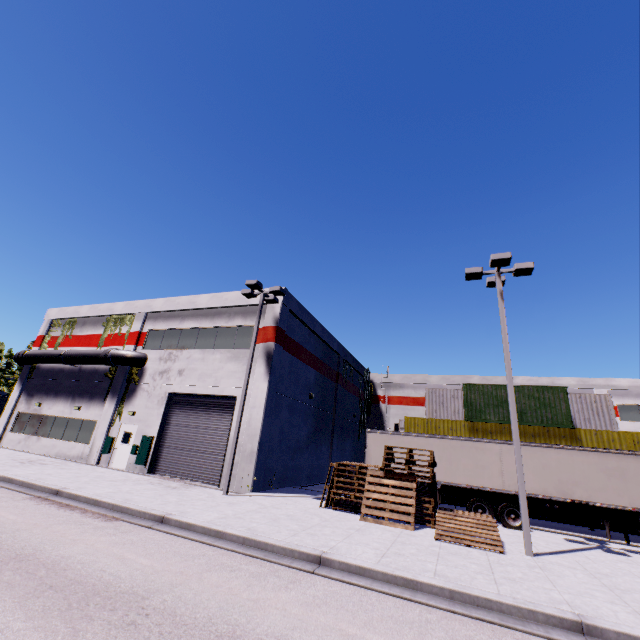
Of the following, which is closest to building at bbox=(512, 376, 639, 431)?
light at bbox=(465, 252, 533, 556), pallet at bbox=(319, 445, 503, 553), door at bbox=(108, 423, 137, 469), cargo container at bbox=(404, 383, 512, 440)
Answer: door at bbox=(108, 423, 137, 469)

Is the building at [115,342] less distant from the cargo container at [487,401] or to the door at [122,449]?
the door at [122,449]

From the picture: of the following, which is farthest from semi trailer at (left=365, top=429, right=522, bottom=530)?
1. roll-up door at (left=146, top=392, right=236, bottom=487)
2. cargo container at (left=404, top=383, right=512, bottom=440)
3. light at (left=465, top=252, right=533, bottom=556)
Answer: light at (left=465, top=252, right=533, bottom=556)

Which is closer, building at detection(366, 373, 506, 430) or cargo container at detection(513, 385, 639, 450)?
cargo container at detection(513, 385, 639, 450)

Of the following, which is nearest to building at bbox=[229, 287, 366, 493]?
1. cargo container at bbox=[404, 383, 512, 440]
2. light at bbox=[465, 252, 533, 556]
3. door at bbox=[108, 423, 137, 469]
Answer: door at bbox=[108, 423, 137, 469]

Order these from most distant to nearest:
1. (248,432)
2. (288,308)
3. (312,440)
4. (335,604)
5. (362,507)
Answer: (312,440), (288,308), (248,432), (362,507), (335,604)

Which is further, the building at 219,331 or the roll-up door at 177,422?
the building at 219,331

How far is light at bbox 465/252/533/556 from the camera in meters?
9.9 m
